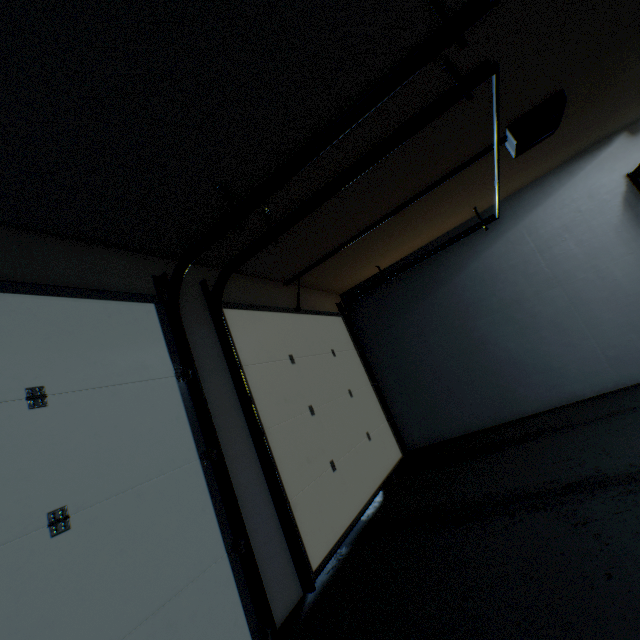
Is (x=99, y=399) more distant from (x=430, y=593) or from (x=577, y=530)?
(x=577, y=530)

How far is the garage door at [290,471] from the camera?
2.1m

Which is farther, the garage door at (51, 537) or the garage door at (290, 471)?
the garage door at (290, 471)

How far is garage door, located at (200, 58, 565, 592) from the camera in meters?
2.1 m

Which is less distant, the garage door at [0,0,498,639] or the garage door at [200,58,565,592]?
the garage door at [0,0,498,639]
